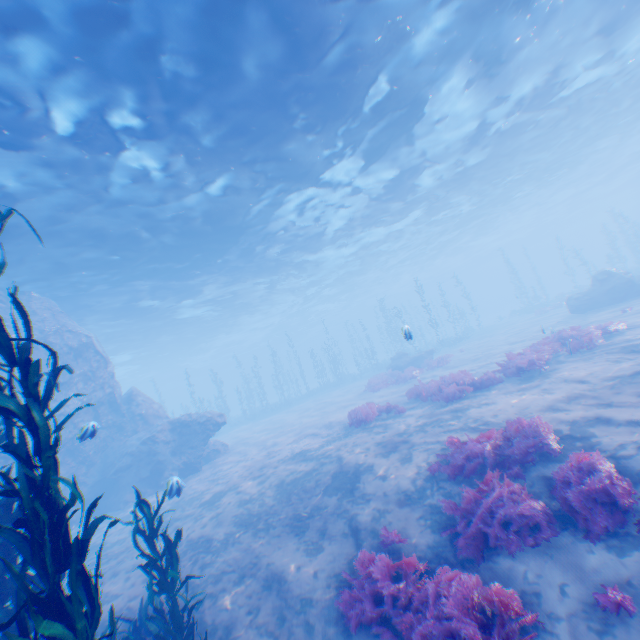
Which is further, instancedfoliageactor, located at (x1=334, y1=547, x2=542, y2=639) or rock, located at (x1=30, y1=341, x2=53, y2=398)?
rock, located at (x1=30, y1=341, x2=53, y2=398)

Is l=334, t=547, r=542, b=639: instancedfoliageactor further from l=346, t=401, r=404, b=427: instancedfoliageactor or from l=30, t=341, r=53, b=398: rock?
l=346, t=401, r=404, b=427: instancedfoliageactor

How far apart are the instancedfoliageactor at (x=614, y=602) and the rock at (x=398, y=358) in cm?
2196

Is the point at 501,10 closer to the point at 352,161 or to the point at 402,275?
the point at 352,161

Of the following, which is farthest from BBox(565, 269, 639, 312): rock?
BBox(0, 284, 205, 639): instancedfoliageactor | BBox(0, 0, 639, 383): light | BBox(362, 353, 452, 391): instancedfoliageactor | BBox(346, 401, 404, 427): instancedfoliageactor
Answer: BBox(362, 353, 452, 391): instancedfoliageactor

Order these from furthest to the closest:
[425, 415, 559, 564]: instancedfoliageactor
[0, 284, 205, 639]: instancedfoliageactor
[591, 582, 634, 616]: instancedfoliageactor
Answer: [425, 415, 559, 564]: instancedfoliageactor
[591, 582, 634, 616]: instancedfoliageactor
[0, 284, 205, 639]: instancedfoliageactor

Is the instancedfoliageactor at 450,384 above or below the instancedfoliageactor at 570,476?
above
